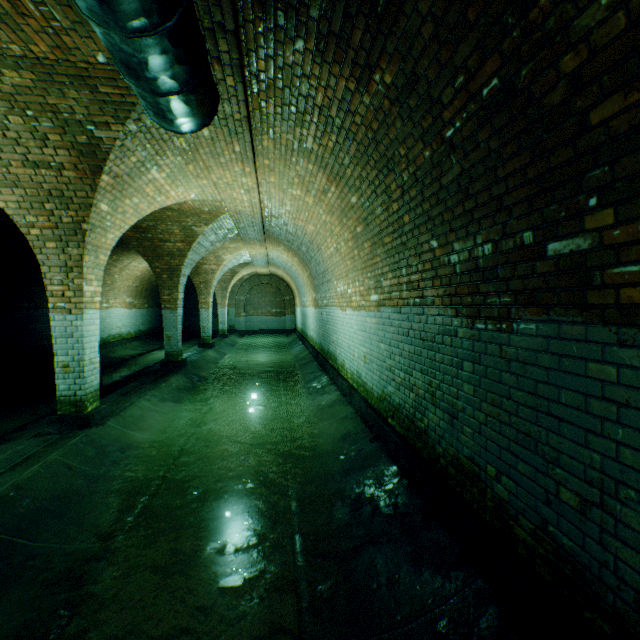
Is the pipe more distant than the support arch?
No

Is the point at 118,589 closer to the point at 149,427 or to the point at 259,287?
the point at 149,427

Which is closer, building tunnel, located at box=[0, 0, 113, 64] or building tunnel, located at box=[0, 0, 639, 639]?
building tunnel, located at box=[0, 0, 639, 639]

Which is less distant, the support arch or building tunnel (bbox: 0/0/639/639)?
building tunnel (bbox: 0/0/639/639)

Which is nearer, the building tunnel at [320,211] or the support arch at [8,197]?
the building tunnel at [320,211]

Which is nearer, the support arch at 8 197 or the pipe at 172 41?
the pipe at 172 41

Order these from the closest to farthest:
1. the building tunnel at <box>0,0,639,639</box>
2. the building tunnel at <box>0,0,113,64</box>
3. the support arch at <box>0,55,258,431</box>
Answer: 1. the building tunnel at <box>0,0,639,639</box>
2. the building tunnel at <box>0,0,113,64</box>
3. the support arch at <box>0,55,258,431</box>

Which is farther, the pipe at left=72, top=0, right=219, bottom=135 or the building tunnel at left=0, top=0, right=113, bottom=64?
the building tunnel at left=0, top=0, right=113, bottom=64
